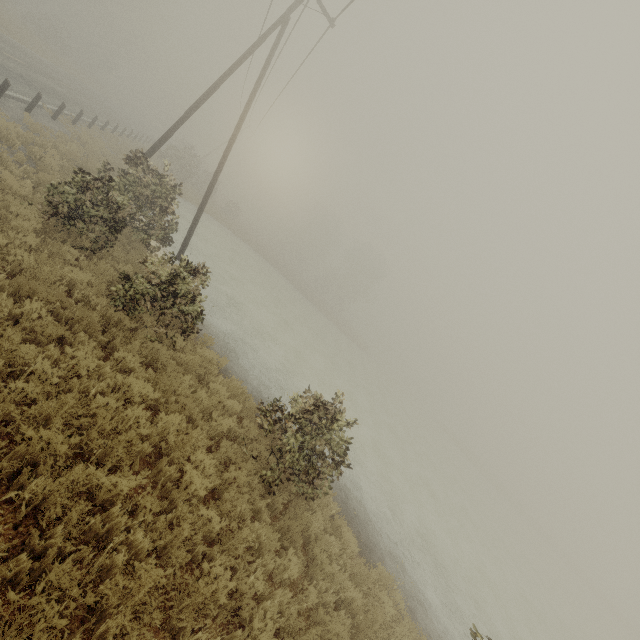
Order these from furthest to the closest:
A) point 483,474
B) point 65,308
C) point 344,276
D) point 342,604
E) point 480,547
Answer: point 344,276
point 483,474
point 480,547
point 65,308
point 342,604
